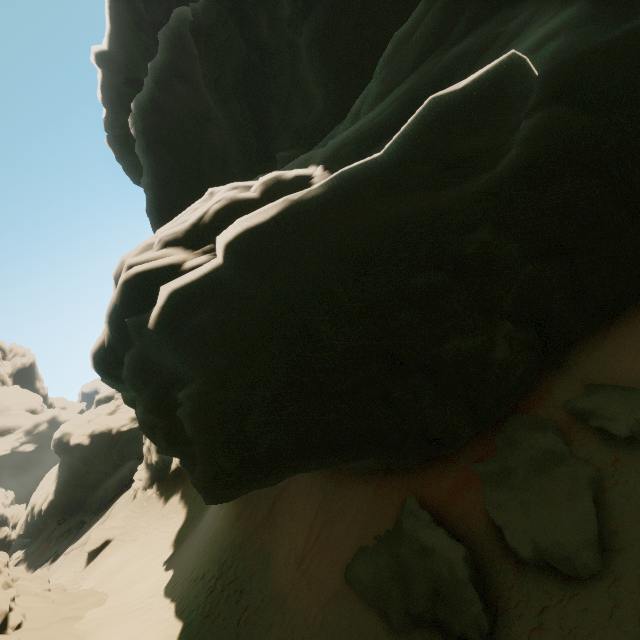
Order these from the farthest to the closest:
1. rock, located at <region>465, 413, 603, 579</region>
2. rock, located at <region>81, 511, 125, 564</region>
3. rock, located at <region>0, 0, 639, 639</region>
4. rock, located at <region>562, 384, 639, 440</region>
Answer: rock, located at <region>81, 511, 125, 564</region>
rock, located at <region>562, 384, 639, 440</region>
rock, located at <region>465, 413, 603, 579</region>
rock, located at <region>0, 0, 639, 639</region>

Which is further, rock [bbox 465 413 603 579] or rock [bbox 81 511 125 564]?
rock [bbox 81 511 125 564]

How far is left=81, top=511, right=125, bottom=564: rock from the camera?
29.2 meters

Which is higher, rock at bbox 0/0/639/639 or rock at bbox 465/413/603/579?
rock at bbox 0/0/639/639

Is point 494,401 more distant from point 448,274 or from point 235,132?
point 235,132

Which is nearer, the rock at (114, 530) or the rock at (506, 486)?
the rock at (506, 486)

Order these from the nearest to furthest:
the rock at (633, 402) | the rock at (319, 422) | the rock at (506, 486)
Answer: the rock at (319, 422) < the rock at (506, 486) < the rock at (633, 402)
